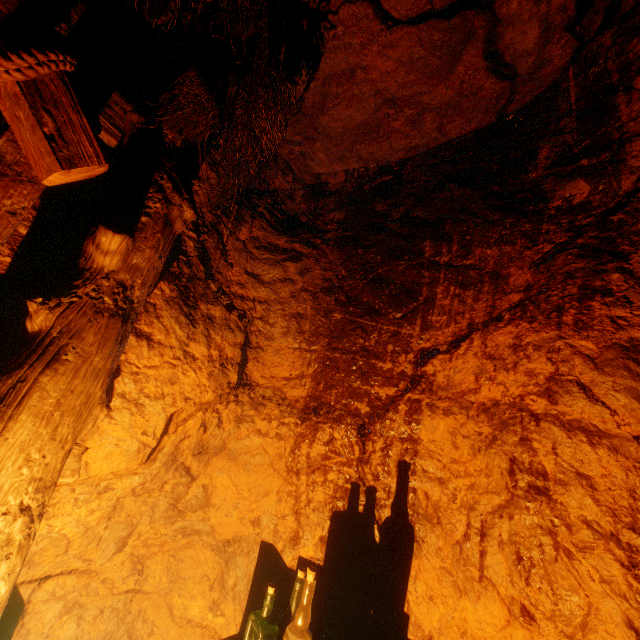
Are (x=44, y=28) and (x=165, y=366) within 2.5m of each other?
yes
